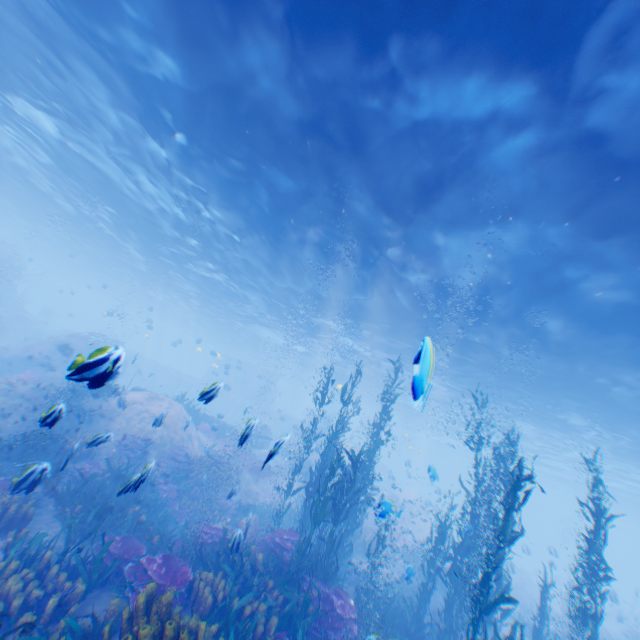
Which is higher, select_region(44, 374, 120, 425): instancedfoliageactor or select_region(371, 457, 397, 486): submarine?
select_region(371, 457, 397, 486): submarine

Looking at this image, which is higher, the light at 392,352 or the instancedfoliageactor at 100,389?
the light at 392,352

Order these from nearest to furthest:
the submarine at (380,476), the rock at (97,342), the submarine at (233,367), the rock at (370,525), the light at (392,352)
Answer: the rock at (97,342)
the light at (392,352)
the rock at (370,525)
the submarine at (233,367)
the submarine at (380,476)

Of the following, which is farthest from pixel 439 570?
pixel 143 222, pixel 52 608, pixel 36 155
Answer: pixel 36 155

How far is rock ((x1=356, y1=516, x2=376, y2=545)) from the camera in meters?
17.0 m

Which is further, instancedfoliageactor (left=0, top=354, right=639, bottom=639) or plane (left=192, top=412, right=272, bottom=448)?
plane (left=192, top=412, right=272, bottom=448)

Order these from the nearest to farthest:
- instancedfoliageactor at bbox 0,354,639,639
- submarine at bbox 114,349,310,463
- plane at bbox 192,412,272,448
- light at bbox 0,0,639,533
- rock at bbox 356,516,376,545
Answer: instancedfoliageactor at bbox 0,354,639,639 → light at bbox 0,0,639,533 → plane at bbox 192,412,272,448 → rock at bbox 356,516,376,545 → submarine at bbox 114,349,310,463

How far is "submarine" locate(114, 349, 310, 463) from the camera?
23.6m
